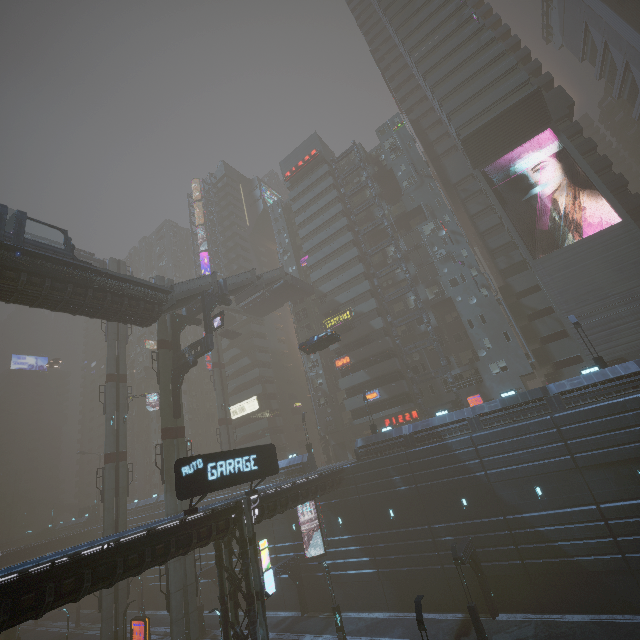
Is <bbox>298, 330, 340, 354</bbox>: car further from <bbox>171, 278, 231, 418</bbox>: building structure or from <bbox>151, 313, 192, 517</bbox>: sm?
<bbox>171, 278, 231, 418</bbox>: building structure

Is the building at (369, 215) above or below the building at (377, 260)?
above

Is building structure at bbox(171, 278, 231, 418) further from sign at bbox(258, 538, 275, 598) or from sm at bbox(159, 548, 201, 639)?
sign at bbox(258, 538, 275, 598)

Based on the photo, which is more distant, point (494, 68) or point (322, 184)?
point (322, 184)

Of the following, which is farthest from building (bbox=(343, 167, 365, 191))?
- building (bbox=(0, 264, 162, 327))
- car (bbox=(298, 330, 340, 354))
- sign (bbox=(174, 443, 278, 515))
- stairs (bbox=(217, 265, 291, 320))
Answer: building (bbox=(0, 264, 162, 327))

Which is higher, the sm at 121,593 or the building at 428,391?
the building at 428,391

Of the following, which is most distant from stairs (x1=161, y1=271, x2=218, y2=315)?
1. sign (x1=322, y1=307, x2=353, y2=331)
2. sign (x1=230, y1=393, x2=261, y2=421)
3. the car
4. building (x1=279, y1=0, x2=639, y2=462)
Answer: sign (x1=230, y1=393, x2=261, y2=421)

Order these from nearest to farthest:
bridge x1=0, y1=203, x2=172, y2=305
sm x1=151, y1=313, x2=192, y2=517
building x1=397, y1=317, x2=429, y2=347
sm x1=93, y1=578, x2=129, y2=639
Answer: bridge x1=0, y1=203, x2=172, y2=305
sm x1=151, y1=313, x2=192, y2=517
sm x1=93, y1=578, x2=129, y2=639
building x1=397, y1=317, x2=429, y2=347
